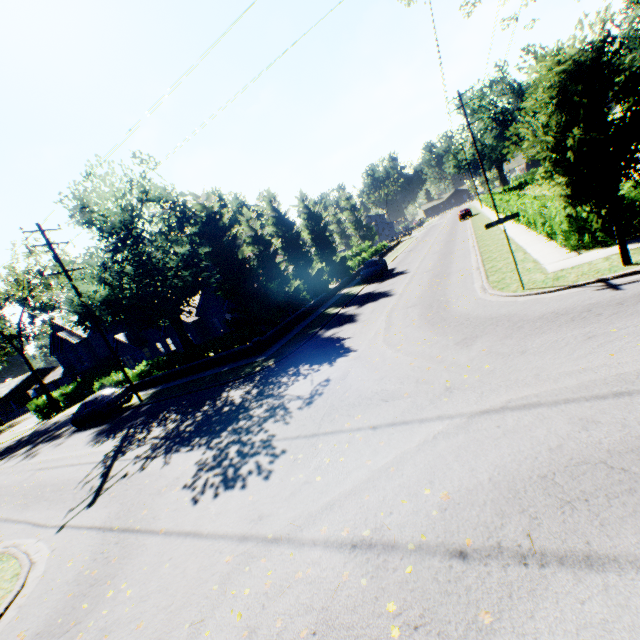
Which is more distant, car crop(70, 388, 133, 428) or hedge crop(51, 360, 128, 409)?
hedge crop(51, 360, 128, 409)

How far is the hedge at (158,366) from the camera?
19.9 meters

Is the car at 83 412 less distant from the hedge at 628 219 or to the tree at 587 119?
the tree at 587 119

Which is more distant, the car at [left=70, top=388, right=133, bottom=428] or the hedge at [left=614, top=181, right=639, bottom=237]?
the car at [left=70, top=388, right=133, bottom=428]

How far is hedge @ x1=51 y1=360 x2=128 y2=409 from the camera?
27.1m

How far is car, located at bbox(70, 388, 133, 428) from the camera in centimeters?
2008cm

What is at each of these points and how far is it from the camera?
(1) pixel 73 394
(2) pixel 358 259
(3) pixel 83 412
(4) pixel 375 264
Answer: (1) hedge, 37.1m
(2) hedge, 40.8m
(3) car, 20.8m
(4) car, 29.2m

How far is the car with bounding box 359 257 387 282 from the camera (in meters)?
28.27
